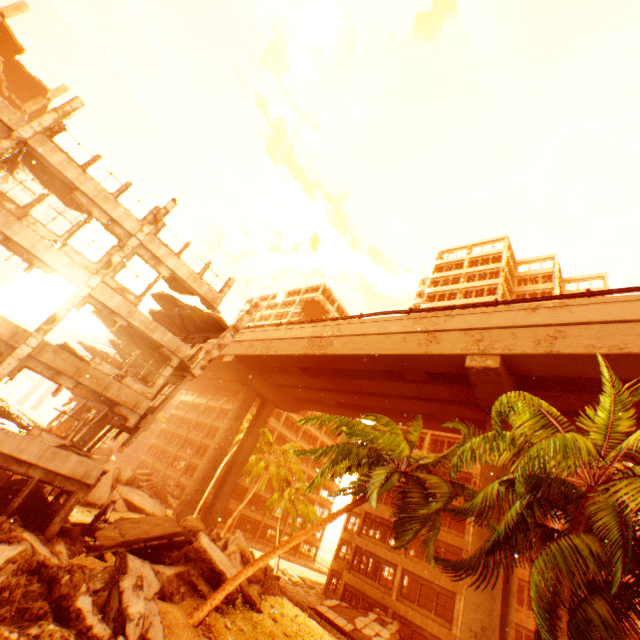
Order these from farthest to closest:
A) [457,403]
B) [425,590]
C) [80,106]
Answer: [425,590] < [457,403] < [80,106]

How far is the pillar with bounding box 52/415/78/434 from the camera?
20.02m

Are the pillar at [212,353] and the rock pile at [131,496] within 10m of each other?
no

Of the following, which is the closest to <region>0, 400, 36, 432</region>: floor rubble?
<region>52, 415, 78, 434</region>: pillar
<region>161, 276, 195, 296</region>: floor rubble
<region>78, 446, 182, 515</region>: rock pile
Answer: <region>52, 415, 78, 434</region>: pillar

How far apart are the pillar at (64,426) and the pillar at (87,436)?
4.6 meters

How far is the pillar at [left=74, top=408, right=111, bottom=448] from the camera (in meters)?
16.81

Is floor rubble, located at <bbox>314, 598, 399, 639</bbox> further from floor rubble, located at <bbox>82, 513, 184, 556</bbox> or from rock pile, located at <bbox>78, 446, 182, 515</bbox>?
rock pile, located at <bbox>78, 446, 182, 515</bbox>

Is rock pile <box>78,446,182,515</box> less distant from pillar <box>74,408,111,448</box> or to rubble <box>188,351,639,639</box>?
rubble <box>188,351,639,639</box>
